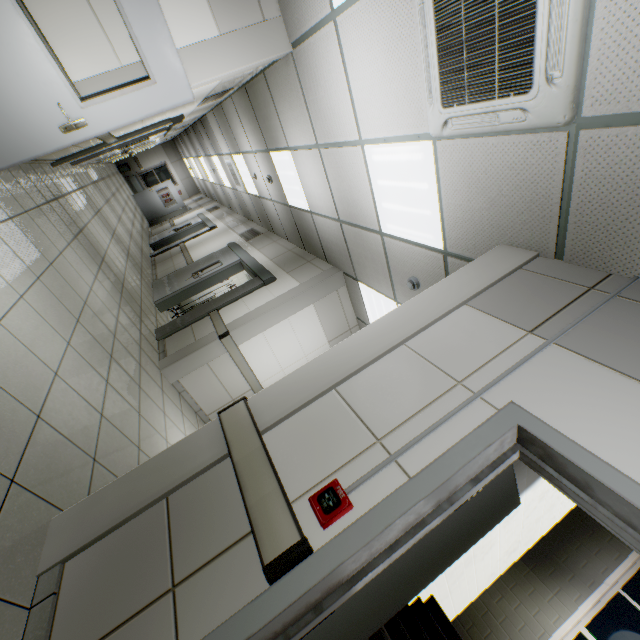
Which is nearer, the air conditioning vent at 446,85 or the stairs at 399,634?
the air conditioning vent at 446,85

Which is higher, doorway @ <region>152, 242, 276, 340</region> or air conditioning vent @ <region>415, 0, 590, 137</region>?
air conditioning vent @ <region>415, 0, 590, 137</region>

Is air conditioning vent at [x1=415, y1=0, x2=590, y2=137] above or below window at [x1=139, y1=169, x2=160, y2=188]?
above

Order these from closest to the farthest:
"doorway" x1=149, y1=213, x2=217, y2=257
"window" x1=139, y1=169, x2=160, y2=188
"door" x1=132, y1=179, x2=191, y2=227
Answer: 1. "doorway" x1=149, y1=213, x2=217, y2=257
2. "door" x1=132, y1=179, x2=191, y2=227
3. "window" x1=139, y1=169, x2=160, y2=188

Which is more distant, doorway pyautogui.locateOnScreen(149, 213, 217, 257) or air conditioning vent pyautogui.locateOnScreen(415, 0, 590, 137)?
doorway pyautogui.locateOnScreen(149, 213, 217, 257)

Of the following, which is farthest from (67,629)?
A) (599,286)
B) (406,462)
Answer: (599,286)

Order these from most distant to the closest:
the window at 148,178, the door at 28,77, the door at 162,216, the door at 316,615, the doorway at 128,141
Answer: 1. the window at 148,178
2. the door at 162,216
3. the doorway at 128,141
4. the door at 28,77
5. the door at 316,615

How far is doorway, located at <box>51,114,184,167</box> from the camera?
5.46m
